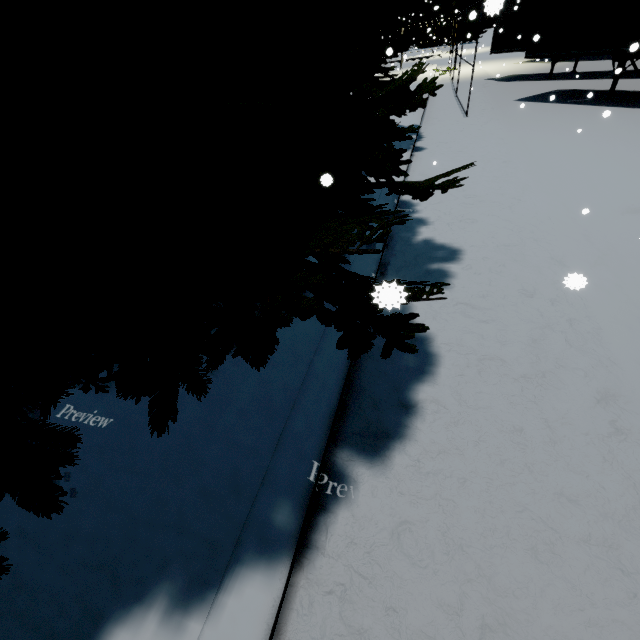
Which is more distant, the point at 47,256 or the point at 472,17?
the point at 472,17

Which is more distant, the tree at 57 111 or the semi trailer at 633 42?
the semi trailer at 633 42

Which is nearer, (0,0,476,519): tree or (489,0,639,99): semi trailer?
Result: (0,0,476,519): tree
